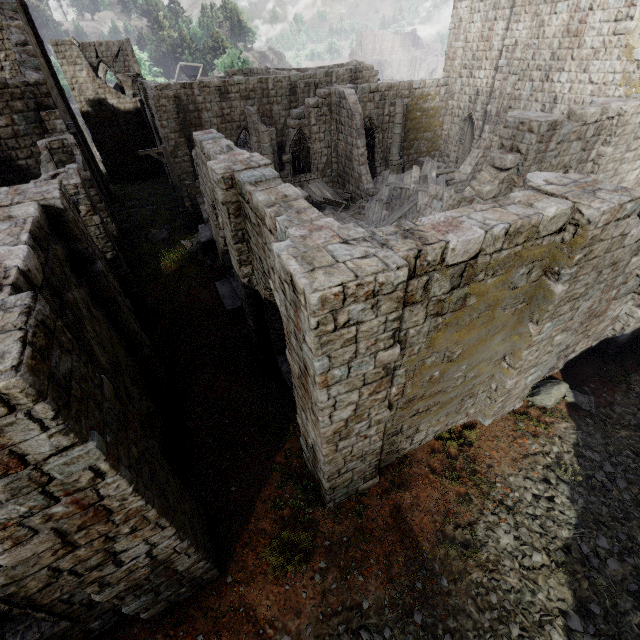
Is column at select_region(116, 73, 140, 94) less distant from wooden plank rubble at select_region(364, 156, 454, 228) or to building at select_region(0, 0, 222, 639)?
building at select_region(0, 0, 222, 639)

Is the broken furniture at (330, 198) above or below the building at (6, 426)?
below

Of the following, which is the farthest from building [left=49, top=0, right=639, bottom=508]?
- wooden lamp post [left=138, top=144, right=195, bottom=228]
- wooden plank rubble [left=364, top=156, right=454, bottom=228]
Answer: wooden lamp post [left=138, top=144, right=195, bottom=228]

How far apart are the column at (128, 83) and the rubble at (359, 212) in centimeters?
2474cm

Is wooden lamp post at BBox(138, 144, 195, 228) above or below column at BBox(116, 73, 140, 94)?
below

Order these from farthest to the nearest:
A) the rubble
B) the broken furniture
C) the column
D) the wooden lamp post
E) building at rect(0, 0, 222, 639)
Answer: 1. the column
2. the broken furniture
3. the rubble
4. the wooden lamp post
5. building at rect(0, 0, 222, 639)

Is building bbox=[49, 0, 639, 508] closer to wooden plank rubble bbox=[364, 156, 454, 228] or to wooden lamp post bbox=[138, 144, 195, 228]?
wooden plank rubble bbox=[364, 156, 454, 228]

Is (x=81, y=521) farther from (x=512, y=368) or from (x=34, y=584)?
(x=512, y=368)
